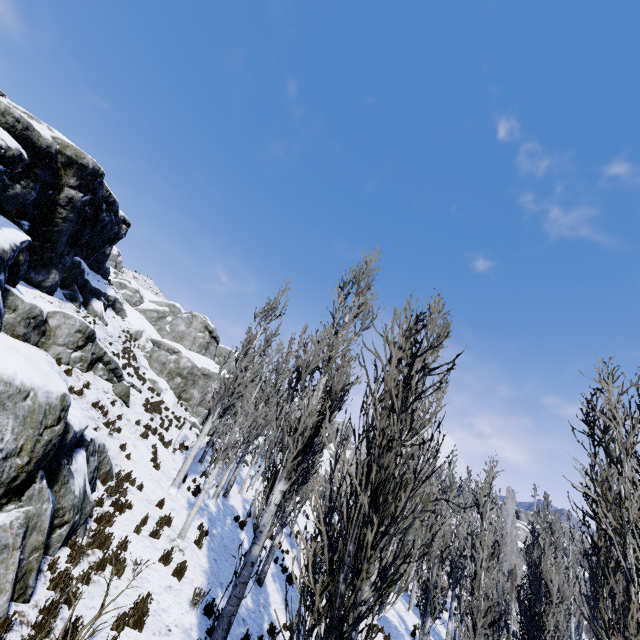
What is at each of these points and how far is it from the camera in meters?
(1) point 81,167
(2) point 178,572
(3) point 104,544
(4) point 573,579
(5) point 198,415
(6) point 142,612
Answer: (1) rock, 17.5 m
(2) instancedfoliageactor, 8.5 m
(3) instancedfoliageactor, 7.8 m
(4) instancedfoliageactor, 25.2 m
(5) rock, 30.5 m
(6) instancedfoliageactor, 6.6 m

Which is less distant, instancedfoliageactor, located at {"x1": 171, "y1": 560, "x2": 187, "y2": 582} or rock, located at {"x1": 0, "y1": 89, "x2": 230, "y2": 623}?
rock, located at {"x1": 0, "y1": 89, "x2": 230, "y2": 623}

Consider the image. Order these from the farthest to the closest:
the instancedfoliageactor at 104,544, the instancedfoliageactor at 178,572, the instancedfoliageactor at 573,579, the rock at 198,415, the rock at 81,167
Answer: the rock at 198,415, the instancedfoliageactor at 178,572, the rock at 81,167, the instancedfoliageactor at 104,544, the instancedfoliageactor at 573,579

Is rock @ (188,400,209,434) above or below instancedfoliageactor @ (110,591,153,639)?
above

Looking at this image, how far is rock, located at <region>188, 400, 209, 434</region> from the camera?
27.0 meters

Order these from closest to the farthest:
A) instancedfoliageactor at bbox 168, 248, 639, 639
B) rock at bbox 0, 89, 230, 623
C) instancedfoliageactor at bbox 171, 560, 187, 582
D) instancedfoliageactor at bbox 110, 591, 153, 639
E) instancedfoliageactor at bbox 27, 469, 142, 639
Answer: instancedfoliageactor at bbox 168, 248, 639, 639 < instancedfoliageactor at bbox 27, 469, 142, 639 < rock at bbox 0, 89, 230, 623 < instancedfoliageactor at bbox 110, 591, 153, 639 < instancedfoliageactor at bbox 171, 560, 187, 582

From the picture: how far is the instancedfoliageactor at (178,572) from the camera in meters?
8.4

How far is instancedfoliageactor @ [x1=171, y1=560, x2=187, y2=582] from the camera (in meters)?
8.41
